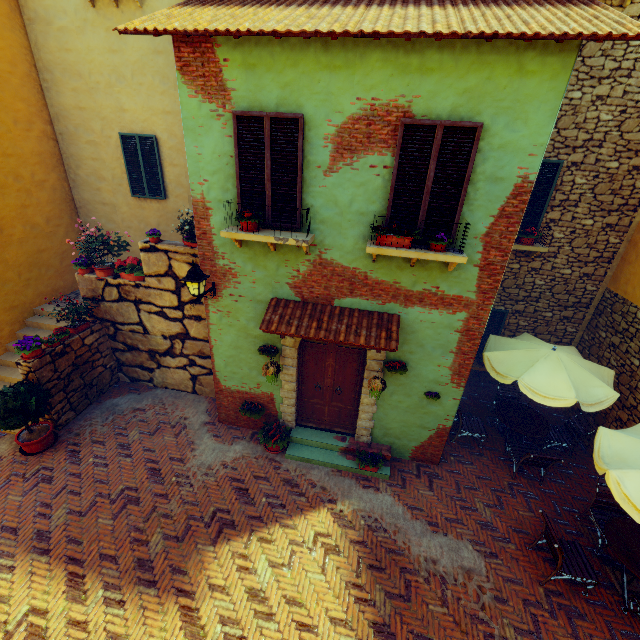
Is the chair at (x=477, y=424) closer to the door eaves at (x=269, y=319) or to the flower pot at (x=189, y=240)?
the door eaves at (x=269, y=319)

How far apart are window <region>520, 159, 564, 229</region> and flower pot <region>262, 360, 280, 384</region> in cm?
644

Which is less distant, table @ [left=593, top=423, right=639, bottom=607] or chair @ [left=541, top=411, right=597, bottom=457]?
table @ [left=593, top=423, right=639, bottom=607]

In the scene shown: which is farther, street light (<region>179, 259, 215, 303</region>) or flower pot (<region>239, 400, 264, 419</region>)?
flower pot (<region>239, 400, 264, 419</region>)

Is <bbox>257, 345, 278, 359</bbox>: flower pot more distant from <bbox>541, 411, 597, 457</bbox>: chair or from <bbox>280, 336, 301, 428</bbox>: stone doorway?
<bbox>541, 411, 597, 457</bbox>: chair

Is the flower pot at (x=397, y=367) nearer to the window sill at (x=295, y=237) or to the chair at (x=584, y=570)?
the window sill at (x=295, y=237)

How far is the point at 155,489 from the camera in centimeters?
656cm

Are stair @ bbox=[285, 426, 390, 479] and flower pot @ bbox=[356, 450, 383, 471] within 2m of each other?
yes
